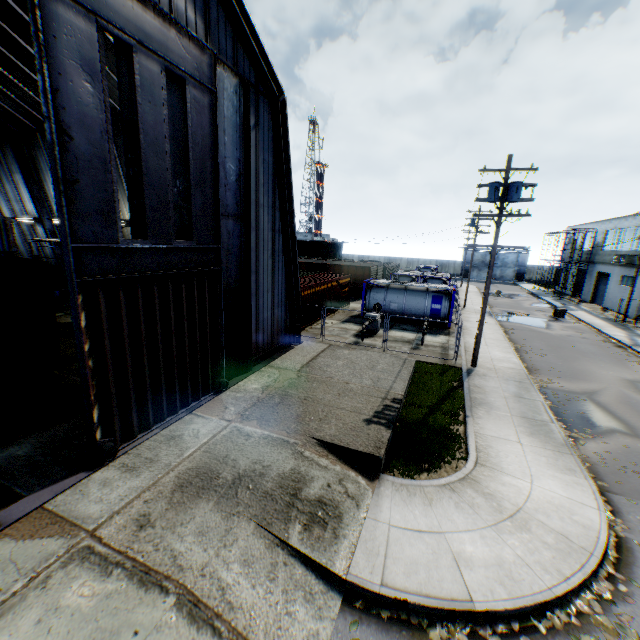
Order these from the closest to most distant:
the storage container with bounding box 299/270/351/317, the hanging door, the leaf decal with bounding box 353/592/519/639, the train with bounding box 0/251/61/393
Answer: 1. the leaf decal with bounding box 353/592/519/639
2. the hanging door
3. the train with bounding box 0/251/61/393
4. the storage container with bounding box 299/270/351/317

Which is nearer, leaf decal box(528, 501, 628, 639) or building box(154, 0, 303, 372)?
leaf decal box(528, 501, 628, 639)

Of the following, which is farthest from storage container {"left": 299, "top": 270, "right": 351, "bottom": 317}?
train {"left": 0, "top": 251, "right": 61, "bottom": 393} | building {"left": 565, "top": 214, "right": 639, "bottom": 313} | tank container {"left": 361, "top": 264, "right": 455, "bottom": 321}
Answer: building {"left": 565, "top": 214, "right": 639, "bottom": 313}

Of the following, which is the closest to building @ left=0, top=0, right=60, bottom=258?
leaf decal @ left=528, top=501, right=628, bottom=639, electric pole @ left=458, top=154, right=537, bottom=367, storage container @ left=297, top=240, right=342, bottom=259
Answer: electric pole @ left=458, top=154, right=537, bottom=367

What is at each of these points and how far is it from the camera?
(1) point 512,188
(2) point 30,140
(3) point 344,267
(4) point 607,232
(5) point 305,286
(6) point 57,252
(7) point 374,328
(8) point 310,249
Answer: (1) electric pole, 13.8 meters
(2) building, 18.8 meters
(3) train, 36.2 meters
(4) building, 37.7 meters
(5) storage container, 21.1 meters
(6) building, 21.6 meters
(7) gas meter pipe, 21.4 meters
(8) storage container, 54.2 meters

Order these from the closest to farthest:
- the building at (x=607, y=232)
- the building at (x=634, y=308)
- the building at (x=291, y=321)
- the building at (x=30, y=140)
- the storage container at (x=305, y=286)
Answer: the building at (x=291, y=321)
the building at (x=30, y=140)
the storage container at (x=305, y=286)
the building at (x=634, y=308)
the building at (x=607, y=232)

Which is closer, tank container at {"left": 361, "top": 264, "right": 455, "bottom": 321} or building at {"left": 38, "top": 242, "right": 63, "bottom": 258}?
building at {"left": 38, "top": 242, "right": 63, "bottom": 258}

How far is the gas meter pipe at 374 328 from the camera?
19.77m
